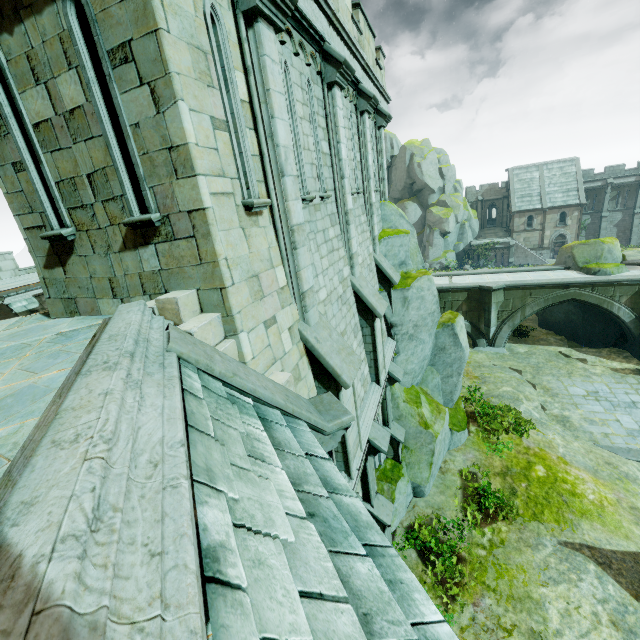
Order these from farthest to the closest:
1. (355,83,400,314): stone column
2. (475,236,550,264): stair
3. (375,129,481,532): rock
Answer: (475,236,550,264): stair, (375,129,481,532): rock, (355,83,400,314): stone column

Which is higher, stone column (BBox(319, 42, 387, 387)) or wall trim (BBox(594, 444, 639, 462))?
stone column (BBox(319, 42, 387, 387))

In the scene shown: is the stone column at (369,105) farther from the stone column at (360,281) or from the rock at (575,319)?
the rock at (575,319)

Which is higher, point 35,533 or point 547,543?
point 35,533

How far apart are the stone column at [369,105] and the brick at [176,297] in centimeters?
802cm

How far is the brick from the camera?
3.78m

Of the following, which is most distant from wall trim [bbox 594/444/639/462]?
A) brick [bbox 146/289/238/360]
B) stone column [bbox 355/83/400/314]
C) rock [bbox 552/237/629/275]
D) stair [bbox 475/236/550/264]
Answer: stair [bbox 475/236/550/264]

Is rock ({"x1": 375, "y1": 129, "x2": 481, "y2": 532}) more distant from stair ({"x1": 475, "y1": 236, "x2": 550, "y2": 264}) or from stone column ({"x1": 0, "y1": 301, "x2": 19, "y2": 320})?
stone column ({"x1": 0, "y1": 301, "x2": 19, "y2": 320})
